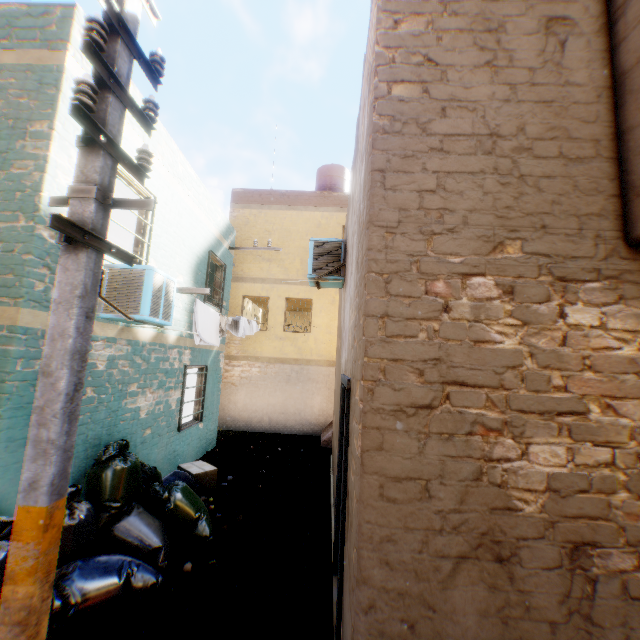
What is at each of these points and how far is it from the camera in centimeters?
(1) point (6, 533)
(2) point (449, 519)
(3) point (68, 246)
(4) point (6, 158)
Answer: (1) trash bag, 316cm
(2) building, 202cm
(3) electric pole, 188cm
(4) building, 378cm

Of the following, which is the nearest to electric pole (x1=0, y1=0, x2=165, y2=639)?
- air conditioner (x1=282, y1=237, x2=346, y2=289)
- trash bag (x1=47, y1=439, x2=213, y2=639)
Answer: trash bag (x1=47, y1=439, x2=213, y2=639)

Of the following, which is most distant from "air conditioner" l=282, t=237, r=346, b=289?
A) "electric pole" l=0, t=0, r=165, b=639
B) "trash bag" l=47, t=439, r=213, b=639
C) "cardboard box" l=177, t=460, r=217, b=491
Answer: "cardboard box" l=177, t=460, r=217, b=491

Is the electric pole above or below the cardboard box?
above

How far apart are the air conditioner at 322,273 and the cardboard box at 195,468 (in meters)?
4.23

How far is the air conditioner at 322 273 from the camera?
6.17m

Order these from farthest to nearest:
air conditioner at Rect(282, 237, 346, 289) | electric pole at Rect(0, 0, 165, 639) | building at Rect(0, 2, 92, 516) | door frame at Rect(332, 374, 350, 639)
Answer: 1. air conditioner at Rect(282, 237, 346, 289)
2. building at Rect(0, 2, 92, 516)
3. door frame at Rect(332, 374, 350, 639)
4. electric pole at Rect(0, 0, 165, 639)

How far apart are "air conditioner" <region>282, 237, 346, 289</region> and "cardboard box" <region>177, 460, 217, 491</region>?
4.2 meters
